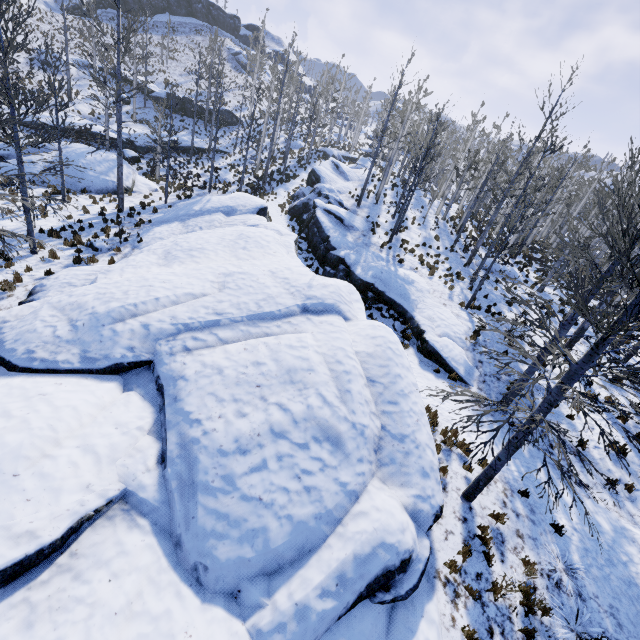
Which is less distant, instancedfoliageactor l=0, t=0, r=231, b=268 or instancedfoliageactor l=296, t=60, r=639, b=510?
instancedfoliageactor l=296, t=60, r=639, b=510

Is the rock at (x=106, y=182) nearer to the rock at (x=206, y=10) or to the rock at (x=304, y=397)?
the rock at (x=304, y=397)

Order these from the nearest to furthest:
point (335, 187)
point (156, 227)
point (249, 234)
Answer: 1. point (249, 234)
2. point (156, 227)
3. point (335, 187)

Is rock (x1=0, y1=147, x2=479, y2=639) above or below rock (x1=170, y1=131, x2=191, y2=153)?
below

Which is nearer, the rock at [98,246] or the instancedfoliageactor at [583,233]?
the instancedfoliageactor at [583,233]

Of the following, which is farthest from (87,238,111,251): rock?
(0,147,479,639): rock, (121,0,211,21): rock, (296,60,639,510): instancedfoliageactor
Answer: (121,0,211,21): rock

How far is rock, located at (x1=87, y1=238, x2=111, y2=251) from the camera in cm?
1412

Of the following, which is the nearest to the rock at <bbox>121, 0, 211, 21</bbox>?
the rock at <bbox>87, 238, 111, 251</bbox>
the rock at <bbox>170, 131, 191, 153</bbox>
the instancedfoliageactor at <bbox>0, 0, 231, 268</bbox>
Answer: the rock at <bbox>170, 131, 191, 153</bbox>
